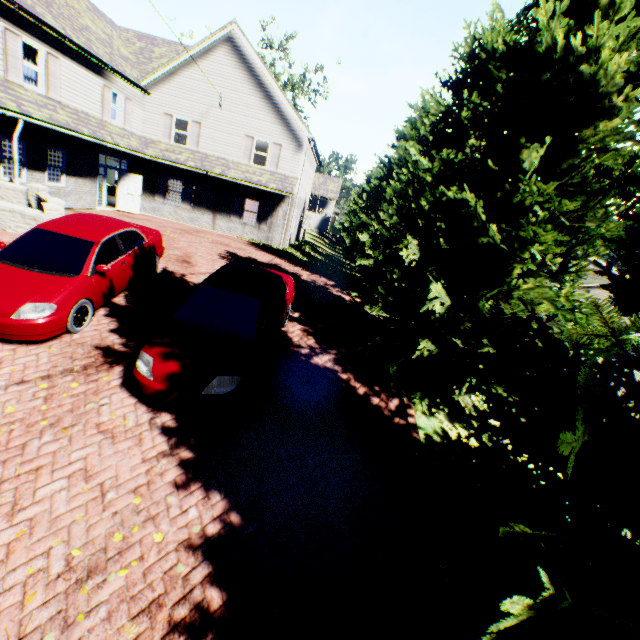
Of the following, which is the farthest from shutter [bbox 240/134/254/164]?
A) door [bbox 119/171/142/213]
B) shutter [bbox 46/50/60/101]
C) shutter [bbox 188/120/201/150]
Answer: shutter [bbox 46/50/60/101]

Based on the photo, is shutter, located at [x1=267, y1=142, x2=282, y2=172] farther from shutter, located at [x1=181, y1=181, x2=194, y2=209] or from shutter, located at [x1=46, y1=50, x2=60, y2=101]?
shutter, located at [x1=46, y1=50, x2=60, y2=101]

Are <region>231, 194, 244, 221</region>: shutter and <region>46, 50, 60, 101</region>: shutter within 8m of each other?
no

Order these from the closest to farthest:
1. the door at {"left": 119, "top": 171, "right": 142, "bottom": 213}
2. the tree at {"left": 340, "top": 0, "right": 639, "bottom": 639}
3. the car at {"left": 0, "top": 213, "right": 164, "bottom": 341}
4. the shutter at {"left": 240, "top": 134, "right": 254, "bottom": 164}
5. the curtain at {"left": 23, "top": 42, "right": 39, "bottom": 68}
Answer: the tree at {"left": 340, "top": 0, "right": 639, "bottom": 639} < the car at {"left": 0, "top": 213, "right": 164, "bottom": 341} < the curtain at {"left": 23, "top": 42, "right": 39, "bottom": 68} < the door at {"left": 119, "top": 171, "right": 142, "bottom": 213} < the shutter at {"left": 240, "top": 134, "right": 254, "bottom": 164}

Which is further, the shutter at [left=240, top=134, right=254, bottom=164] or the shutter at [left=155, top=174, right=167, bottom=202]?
the shutter at [left=155, top=174, right=167, bottom=202]

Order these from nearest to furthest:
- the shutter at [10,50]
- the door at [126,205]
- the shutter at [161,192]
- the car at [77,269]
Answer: the car at [77,269]
the shutter at [10,50]
the door at [126,205]
the shutter at [161,192]

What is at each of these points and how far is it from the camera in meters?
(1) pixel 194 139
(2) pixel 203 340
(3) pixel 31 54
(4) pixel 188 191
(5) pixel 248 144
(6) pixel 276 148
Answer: (1) shutter, 19.6 m
(2) car, 5.6 m
(3) curtain, 12.6 m
(4) shutter, 20.6 m
(5) shutter, 19.6 m
(6) shutter, 19.6 m

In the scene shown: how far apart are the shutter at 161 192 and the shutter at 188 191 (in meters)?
0.95
